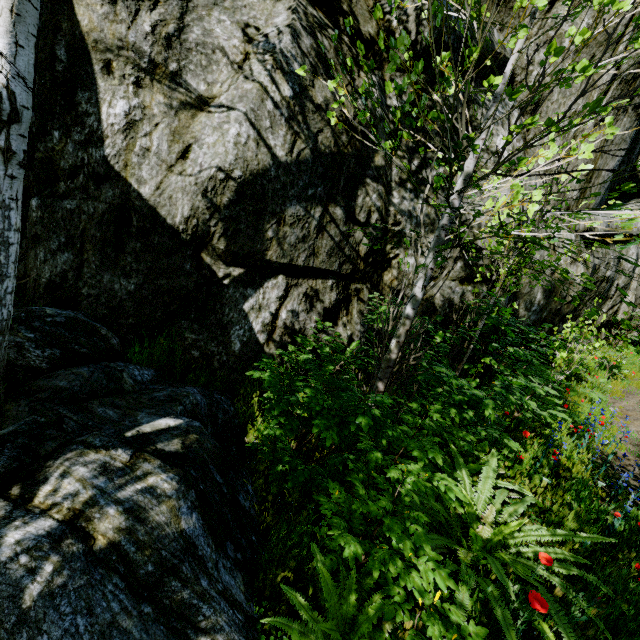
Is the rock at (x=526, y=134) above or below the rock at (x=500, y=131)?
above

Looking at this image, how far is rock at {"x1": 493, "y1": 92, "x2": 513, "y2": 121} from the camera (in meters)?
5.66

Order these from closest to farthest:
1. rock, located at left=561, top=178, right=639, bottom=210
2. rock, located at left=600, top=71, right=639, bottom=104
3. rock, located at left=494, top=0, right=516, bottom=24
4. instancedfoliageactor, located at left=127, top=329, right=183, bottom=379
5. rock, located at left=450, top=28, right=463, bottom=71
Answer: instancedfoliageactor, located at left=127, top=329, right=183, bottom=379, rock, located at left=450, top=28, right=463, bottom=71, rock, located at left=494, top=0, right=516, bottom=24, rock, located at left=600, top=71, right=639, bottom=104, rock, located at left=561, top=178, right=639, bottom=210

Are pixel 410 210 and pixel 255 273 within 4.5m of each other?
yes

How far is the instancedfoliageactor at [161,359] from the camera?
3.9m

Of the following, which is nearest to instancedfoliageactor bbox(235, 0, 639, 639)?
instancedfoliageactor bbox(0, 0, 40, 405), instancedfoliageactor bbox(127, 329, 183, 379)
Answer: instancedfoliageactor bbox(0, 0, 40, 405)
